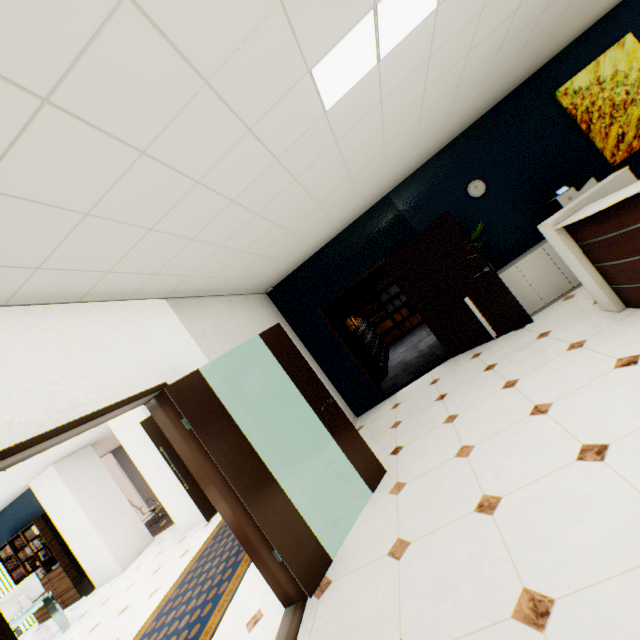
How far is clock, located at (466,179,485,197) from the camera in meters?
5.3

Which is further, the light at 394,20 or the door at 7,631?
the light at 394,20

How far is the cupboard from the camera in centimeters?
473cm

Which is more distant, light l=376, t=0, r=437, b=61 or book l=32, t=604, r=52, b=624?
book l=32, t=604, r=52, b=624

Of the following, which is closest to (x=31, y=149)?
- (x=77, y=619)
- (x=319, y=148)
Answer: (x=319, y=148)

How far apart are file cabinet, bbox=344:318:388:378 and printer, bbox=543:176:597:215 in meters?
4.3

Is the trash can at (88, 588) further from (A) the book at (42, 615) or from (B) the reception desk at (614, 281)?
(B) the reception desk at (614, 281)

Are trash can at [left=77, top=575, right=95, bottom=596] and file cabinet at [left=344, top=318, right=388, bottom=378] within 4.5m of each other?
no
